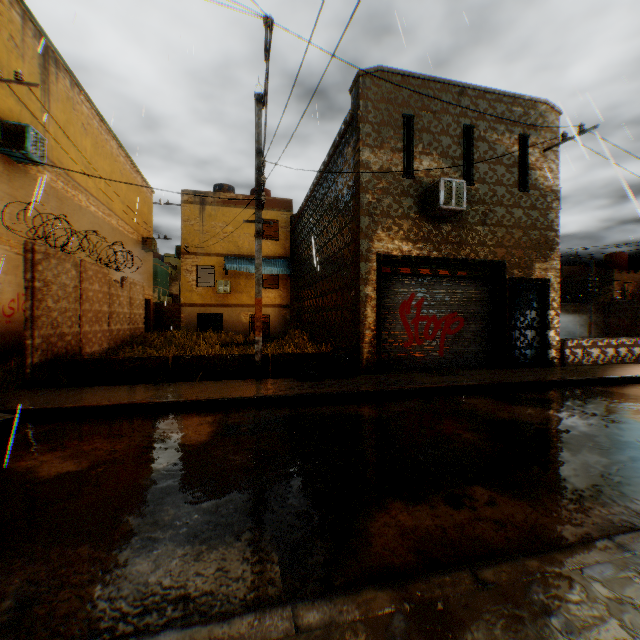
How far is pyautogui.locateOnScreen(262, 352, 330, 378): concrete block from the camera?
8.3 meters

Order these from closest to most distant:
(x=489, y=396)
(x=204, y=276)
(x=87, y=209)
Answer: (x=489, y=396) → (x=87, y=209) → (x=204, y=276)

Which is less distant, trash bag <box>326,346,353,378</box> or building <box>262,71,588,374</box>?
trash bag <box>326,346,353,378</box>

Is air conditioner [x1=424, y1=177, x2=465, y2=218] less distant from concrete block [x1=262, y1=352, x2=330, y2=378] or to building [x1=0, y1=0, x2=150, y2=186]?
building [x1=0, y1=0, x2=150, y2=186]

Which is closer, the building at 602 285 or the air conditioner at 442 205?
the air conditioner at 442 205

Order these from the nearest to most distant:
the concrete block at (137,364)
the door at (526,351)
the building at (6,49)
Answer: the concrete block at (137,364) < the building at (6,49) < the door at (526,351)

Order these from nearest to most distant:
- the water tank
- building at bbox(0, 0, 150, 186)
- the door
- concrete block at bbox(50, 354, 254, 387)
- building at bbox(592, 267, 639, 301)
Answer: concrete block at bbox(50, 354, 254, 387)
building at bbox(0, 0, 150, 186)
the door
building at bbox(592, 267, 639, 301)
the water tank

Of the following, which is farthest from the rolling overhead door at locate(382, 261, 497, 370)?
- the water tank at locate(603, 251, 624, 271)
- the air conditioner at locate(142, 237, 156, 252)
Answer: the air conditioner at locate(142, 237, 156, 252)
